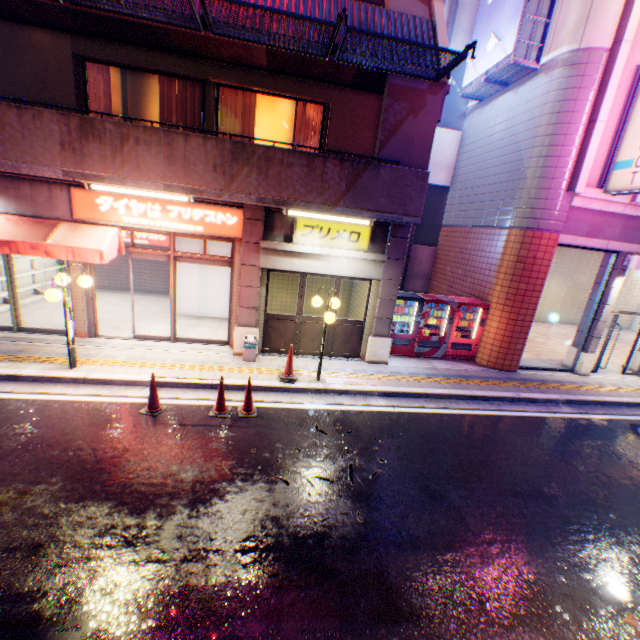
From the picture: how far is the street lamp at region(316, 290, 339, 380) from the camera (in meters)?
7.46

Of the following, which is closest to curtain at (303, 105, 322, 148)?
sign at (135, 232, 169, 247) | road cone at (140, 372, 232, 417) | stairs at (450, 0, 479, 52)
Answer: road cone at (140, 372, 232, 417)

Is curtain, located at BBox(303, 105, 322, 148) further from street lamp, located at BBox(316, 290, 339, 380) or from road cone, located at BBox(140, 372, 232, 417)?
road cone, located at BBox(140, 372, 232, 417)

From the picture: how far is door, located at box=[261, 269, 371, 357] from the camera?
9.3 meters

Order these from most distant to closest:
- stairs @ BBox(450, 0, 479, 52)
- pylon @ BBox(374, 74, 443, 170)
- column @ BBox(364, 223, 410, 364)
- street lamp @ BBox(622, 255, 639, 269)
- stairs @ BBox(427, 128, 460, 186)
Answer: stairs @ BBox(427, 128, 460, 186), stairs @ BBox(450, 0, 479, 52), street lamp @ BBox(622, 255, 639, 269), column @ BBox(364, 223, 410, 364), pylon @ BBox(374, 74, 443, 170)

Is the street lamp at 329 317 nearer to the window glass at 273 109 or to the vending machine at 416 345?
the vending machine at 416 345

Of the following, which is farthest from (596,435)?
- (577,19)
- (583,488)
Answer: (577,19)

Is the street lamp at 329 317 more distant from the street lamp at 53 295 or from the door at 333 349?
the street lamp at 53 295
